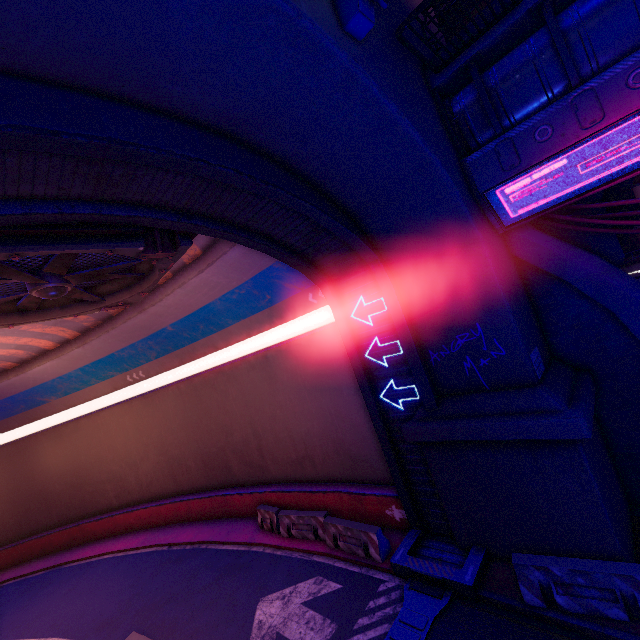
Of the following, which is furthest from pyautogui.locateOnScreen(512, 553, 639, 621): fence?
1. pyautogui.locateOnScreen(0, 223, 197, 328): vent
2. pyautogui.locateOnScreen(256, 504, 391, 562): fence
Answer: pyautogui.locateOnScreen(0, 223, 197, 328): vent

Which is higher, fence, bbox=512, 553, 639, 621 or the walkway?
the walkway

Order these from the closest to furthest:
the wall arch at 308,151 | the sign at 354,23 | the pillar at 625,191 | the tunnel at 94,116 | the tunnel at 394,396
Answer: the wall arch at 308,151
the sign at 354,23
the tunnel at 94,116
the pillar at 625,191
the tunnel at 394,396

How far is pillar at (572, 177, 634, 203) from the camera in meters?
9.2 m

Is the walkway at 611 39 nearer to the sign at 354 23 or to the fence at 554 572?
the sign at 354 23

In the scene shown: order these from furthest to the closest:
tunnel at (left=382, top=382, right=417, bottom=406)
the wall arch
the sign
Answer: tunnel at (left=382, top=382, right=417, bottom=406)
the sign
the wall arch

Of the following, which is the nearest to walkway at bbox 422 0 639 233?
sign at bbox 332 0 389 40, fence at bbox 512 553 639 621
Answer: sign at bbox 332 0 389 40

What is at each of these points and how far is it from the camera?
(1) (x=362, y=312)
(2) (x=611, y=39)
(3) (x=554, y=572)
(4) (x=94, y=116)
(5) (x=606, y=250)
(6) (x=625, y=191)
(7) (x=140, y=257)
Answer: (1) tunnel, 10.5 meters
(2) walkway, 6.3 meters
(3) fence, 7.0 meters
(4) tunnel, 4.7 meters
(5) pillar, 9.3 meters
(6) pillar, 9.3 meters
(7) vent, 7.9 meters
